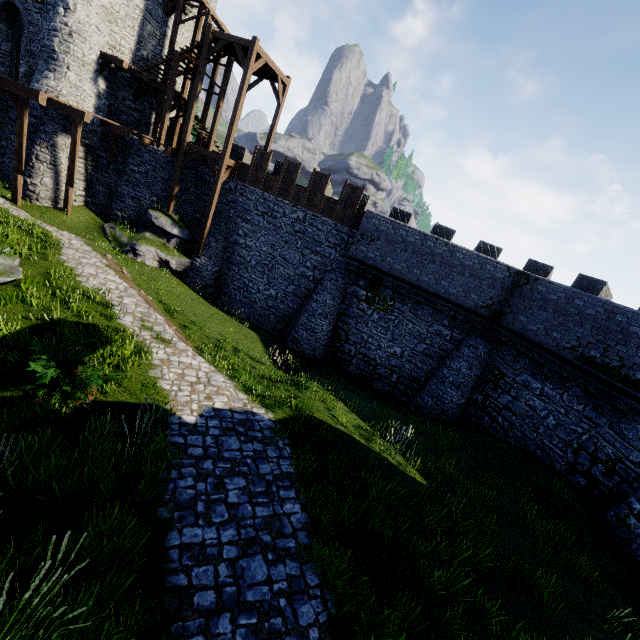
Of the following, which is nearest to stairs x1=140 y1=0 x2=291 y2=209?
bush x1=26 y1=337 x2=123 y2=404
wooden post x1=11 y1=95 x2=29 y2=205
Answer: wooden post x1=11 y1=95 x2=29 y2=205

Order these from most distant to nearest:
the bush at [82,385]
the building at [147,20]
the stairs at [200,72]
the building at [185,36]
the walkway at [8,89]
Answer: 1. the building at [185,36]
2. the building at [147,20]
3. the stairs at [200,72]
4. the walkway at [8,89]
5. the bush at [82,385]

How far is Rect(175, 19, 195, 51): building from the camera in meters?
23.0 m

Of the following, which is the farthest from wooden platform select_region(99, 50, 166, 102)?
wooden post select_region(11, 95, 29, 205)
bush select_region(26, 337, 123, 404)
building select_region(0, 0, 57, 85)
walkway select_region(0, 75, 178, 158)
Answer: bush select_region(26, 337, 123, 404)

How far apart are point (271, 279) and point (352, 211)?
6.4m

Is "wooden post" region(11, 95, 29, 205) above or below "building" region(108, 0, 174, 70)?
below

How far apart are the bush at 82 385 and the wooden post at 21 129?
16.3m

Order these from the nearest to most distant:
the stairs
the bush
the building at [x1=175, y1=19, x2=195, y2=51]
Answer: the bush → the stairs → the building at [x1=175, y1=19, x2=195, y2=51]
